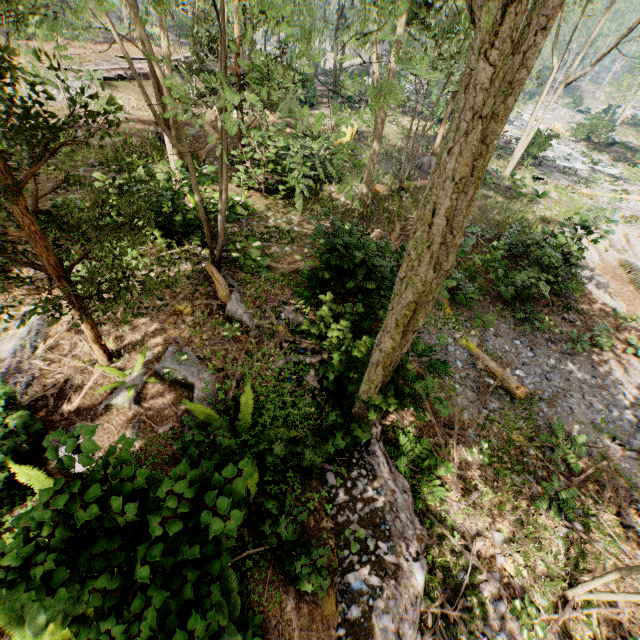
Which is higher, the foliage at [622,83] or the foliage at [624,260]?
the foliage at [622,83]

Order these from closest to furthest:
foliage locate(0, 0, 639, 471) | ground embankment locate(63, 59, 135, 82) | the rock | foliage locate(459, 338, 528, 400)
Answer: foliage locate(0, 0, 639, 471) → foliage locate(459, 338, 528, 400) → ground embankment locate(63, 59, 135, 82) → the rock

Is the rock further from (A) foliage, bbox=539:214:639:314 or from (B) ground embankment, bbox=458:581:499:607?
(B) ground embankment, bbox=458:581:499:607

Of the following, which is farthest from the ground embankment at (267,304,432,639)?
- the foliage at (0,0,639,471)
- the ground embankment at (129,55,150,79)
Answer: the ground embankment at (129,55,150,79)

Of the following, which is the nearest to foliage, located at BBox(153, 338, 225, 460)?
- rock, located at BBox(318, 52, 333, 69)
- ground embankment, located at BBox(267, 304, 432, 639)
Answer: ground embankment, located at BBox(267, 304, 432, 639)

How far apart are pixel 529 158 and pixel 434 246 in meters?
30.7

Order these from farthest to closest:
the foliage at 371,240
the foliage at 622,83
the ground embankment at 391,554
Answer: the foliage at 622,83 < the foliage at 371,240 < the ground embankment at 391,554
